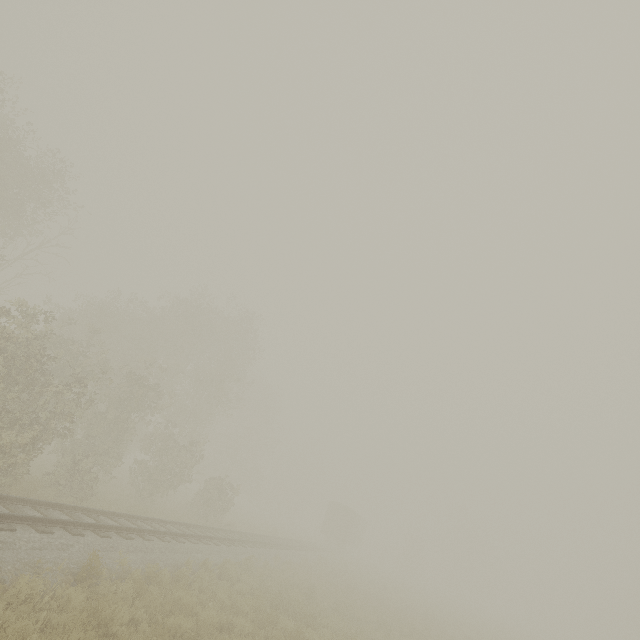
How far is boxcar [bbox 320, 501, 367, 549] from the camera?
39.2 meters

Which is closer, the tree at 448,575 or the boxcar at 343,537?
the boxcar at 343,537

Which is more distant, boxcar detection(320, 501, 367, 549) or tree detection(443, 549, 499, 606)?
tree detection(443, 549, 499, 606)

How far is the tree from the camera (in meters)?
56.00

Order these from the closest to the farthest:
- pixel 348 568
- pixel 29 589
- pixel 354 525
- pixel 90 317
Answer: pixel 29 589 < pixel 90 317 < pixel 348 568 < pixel 354 525

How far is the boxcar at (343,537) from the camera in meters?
39.2
